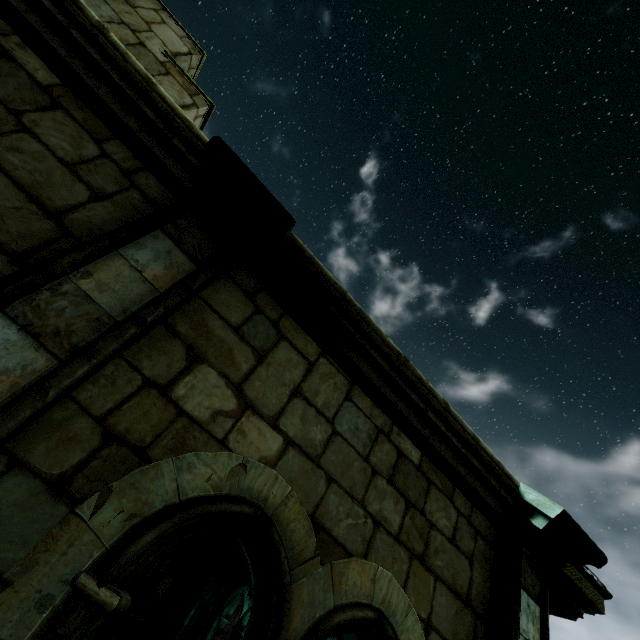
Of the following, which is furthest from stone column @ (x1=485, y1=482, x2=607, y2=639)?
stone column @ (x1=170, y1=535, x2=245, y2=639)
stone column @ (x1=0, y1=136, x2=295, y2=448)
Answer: stone column @ (x1=170, y1=535, x2=245, y2=639)

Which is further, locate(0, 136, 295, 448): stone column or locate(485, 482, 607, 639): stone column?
locate(485, 482, 607, 639): stone column

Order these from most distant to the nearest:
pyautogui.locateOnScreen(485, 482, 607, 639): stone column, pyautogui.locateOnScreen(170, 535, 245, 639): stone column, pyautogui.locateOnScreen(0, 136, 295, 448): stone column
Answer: pyautogui.locateOnScreen(170, 535, 245, 639): stone column, pyautogui.locateOnScreen(485, 482, 607, 639): stone column, pyautogui.locateOnScreen(0, 136, 295, 448): stone column

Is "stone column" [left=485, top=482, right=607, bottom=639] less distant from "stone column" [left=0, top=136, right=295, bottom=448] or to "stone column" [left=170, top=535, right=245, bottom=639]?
"stone column" [left=0, top=136, right=295, bottom=448]

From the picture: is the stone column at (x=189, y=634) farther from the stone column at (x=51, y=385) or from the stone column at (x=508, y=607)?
the stone column at (x=51, y=385)

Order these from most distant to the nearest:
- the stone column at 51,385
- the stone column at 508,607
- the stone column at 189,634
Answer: the stone column at 189,634 → the stone column at 508,607 → the stone column at 51,385

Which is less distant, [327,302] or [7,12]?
[7,12]
